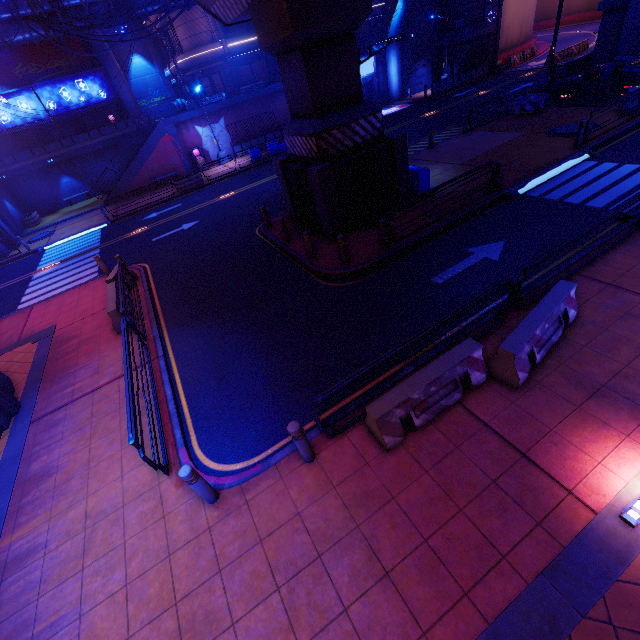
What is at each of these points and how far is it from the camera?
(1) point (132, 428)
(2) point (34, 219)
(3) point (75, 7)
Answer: (1) railing, 5.86m
(2) plant holder, 28.19m
(3) walkway, 19.39m

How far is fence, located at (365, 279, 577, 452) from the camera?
5.5 meters

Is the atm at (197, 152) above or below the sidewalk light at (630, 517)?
above

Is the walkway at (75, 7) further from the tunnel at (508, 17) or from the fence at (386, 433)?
the fence at (386, 433)

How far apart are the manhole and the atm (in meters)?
26.35

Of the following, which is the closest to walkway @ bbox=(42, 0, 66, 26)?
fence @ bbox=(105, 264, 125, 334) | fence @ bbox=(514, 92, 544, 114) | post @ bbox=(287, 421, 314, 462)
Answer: fence @ bbox=(514, 92, 544, 114)

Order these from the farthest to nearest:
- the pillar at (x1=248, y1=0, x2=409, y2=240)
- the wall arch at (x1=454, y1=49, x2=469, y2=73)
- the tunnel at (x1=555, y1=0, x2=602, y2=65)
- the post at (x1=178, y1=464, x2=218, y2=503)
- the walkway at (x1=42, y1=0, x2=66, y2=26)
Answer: the tunnel at (x1=555, y1=0, x2=602, y2=65)
the wall arch at (x1=454, y1=49, x2=469, y2=73)
the walkway at (x1=42, y1=0, x2=66, y2=26)
the pillar at (x1=248, y1=0, x2=409, y2=240)
the post at (x1=178, y1=464, x2=218, y2=503)

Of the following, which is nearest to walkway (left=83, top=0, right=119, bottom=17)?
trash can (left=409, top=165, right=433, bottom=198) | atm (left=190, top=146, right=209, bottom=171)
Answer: atm (left=190, top=146, right=209, bottom=171)
